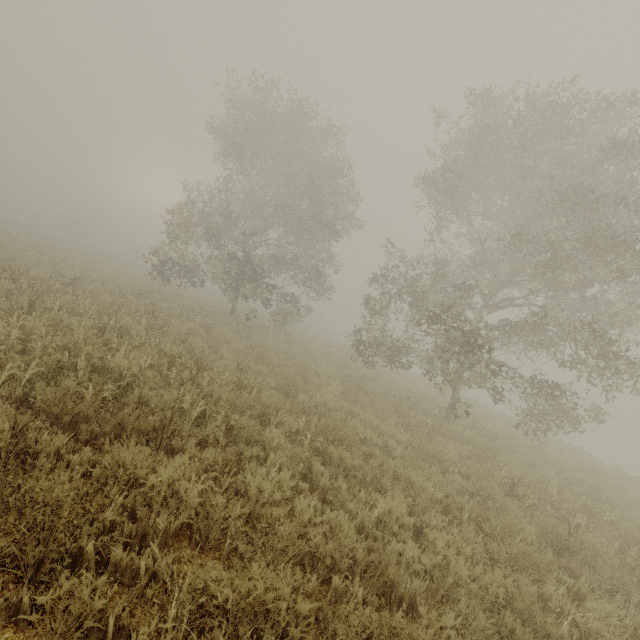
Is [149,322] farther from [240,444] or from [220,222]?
[220,222]
